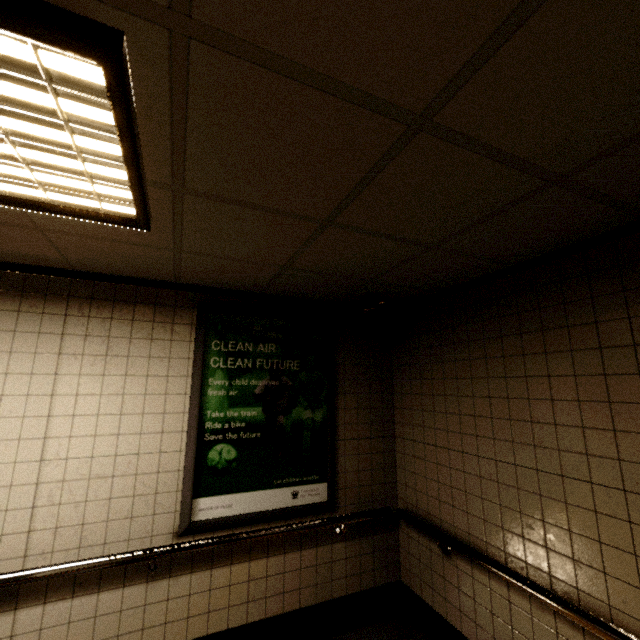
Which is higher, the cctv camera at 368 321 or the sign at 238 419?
the cctv camera at 368 321

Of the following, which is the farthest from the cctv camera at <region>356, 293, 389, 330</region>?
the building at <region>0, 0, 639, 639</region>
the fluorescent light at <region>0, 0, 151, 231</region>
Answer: the fluorescent light at <region>0, 0, 151, 231</region>

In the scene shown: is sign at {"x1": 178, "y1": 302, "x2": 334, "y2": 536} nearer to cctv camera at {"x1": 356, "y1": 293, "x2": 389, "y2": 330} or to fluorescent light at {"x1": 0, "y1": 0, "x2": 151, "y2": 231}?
cctv camera at {"x1": 356, "y1": 293, "x2": 389, "y2": 330}

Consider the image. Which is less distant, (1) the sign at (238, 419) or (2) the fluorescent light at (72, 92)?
(2) the fluorescent light at (72, 92)

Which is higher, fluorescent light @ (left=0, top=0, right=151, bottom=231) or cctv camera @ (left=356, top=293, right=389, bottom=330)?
fluorescent light @ (left=0, top=0, right=151, bottom=231)

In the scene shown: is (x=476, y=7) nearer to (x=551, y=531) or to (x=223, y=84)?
(x=223, y=84)

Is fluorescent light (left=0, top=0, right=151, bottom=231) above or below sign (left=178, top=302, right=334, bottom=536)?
above
